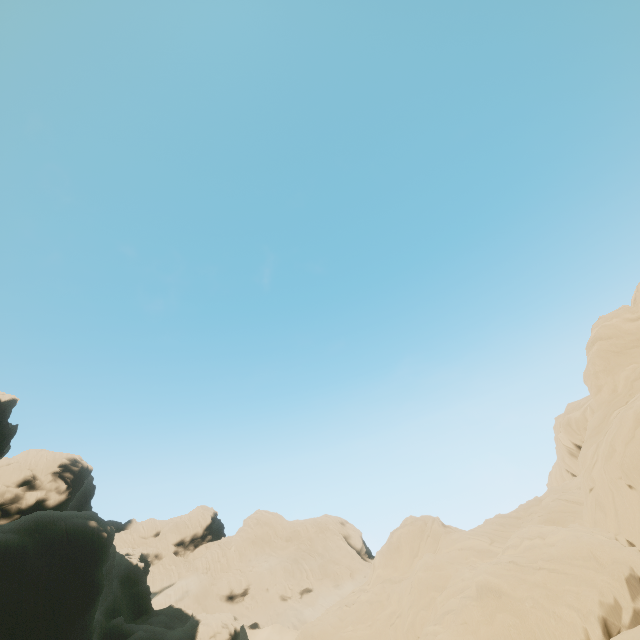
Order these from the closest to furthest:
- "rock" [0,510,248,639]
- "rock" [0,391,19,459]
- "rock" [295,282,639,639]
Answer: "rock" [295,282,639,639] < "rock" [0,510,248,639] < "rock" [0,391,19,459]

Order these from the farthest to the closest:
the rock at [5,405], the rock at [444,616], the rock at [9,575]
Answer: the rock at [5,405] < the rock at [9,575] < the rock at [444,616]

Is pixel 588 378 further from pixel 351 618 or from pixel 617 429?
pixel 351 618

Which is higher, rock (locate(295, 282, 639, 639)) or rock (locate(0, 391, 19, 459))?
rock (locate(0, 391, 19, 459))

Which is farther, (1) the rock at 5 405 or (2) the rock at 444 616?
(1) the rock at 5 405

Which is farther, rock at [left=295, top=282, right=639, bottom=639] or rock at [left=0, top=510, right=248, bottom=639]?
rock at [left=0, top=510, right=248, bottom=639]
